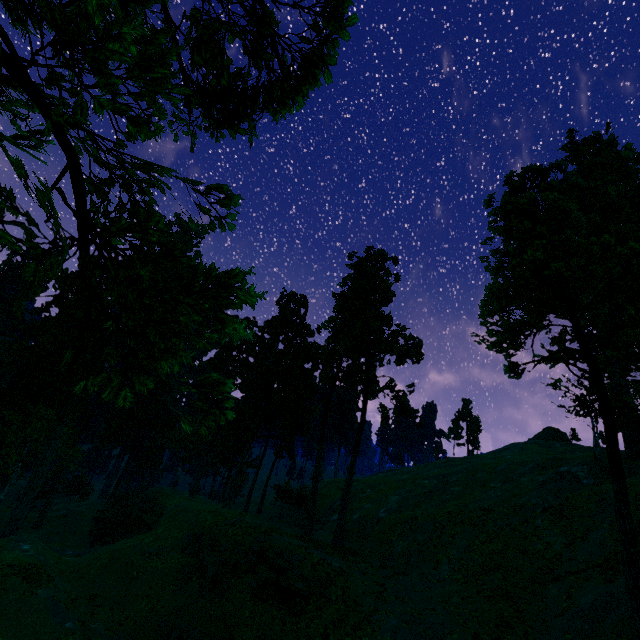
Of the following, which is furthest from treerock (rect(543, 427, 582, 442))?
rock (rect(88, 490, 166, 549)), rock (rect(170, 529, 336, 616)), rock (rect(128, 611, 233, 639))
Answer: rock (rect(128, 611, 233, 639))

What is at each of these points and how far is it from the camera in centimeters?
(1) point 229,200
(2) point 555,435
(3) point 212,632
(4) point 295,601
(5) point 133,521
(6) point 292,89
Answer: (1) treerock, 474cm
(2) treerock, 5994cm
(3) rock, 2114cm
(4) rock, 2178cm
(5) rock, 3694cm
(6) treerock, 525cm

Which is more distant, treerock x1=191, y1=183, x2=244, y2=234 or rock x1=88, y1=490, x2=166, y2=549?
rock x1=88, y1=490, x2=166, y2=549

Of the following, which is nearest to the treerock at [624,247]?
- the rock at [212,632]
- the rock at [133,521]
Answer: the rock at [133,521]

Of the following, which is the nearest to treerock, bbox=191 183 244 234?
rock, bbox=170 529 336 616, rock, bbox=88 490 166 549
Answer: rock, bbox=88 490 166 549

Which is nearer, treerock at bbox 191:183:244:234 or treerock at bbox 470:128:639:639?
treerock at bbox 191:183:244:234

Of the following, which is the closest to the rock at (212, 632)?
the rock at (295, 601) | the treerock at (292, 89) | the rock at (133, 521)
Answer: the rock at (295, 601)
